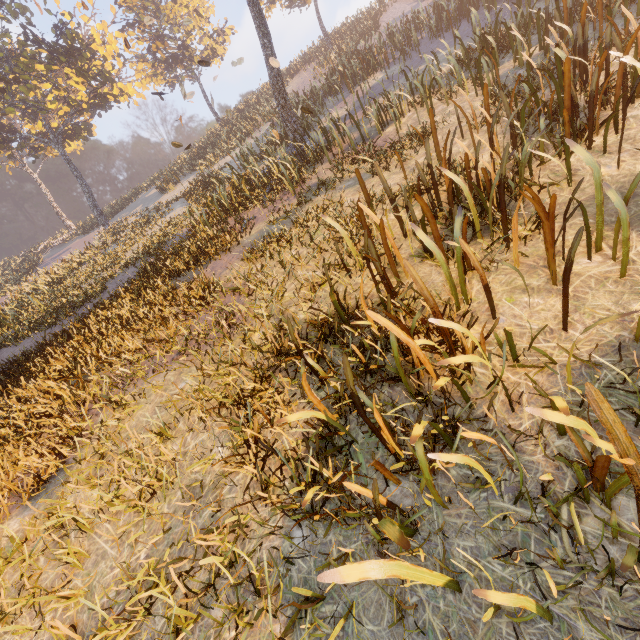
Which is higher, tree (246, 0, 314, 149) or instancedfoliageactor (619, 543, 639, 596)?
tree (246, 0, 314, 149)

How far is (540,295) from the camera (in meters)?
3.05

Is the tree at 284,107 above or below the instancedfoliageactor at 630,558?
above

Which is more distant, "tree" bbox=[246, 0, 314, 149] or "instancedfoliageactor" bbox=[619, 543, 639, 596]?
"tree" bbox=[246, 0, 314, 149]

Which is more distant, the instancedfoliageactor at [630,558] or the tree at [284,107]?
the tree at [284,107]
